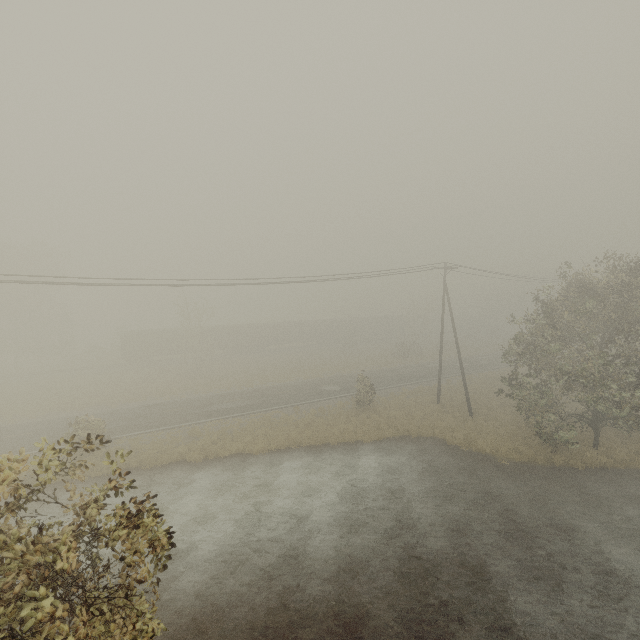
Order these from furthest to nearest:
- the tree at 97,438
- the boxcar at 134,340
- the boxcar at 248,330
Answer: the boxcar at 248,330, the boxcar at 134,340, the tree at 97,438

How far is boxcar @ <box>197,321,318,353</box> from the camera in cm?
5141

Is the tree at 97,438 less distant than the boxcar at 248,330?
Yes

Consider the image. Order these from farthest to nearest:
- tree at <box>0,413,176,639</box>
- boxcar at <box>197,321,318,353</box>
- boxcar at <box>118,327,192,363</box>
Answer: boxcar at <box>197,321,318,353</box>
boxcar at <box>118,327,192,363</box>
tree at <box>0,413,176,639</box>

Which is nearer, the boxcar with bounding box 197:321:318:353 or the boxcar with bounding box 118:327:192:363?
the boxcar with bounding box 118:327:192:363

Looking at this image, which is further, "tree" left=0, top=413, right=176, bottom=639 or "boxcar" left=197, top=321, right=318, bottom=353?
"boxcar" left=197, top=321, right=318, bottom=353

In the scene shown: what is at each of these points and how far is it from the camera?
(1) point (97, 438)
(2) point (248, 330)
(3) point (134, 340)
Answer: (1) tree, 6.6m
(2) boxcar, 53.8m
(3) boxcar, 46.1m
